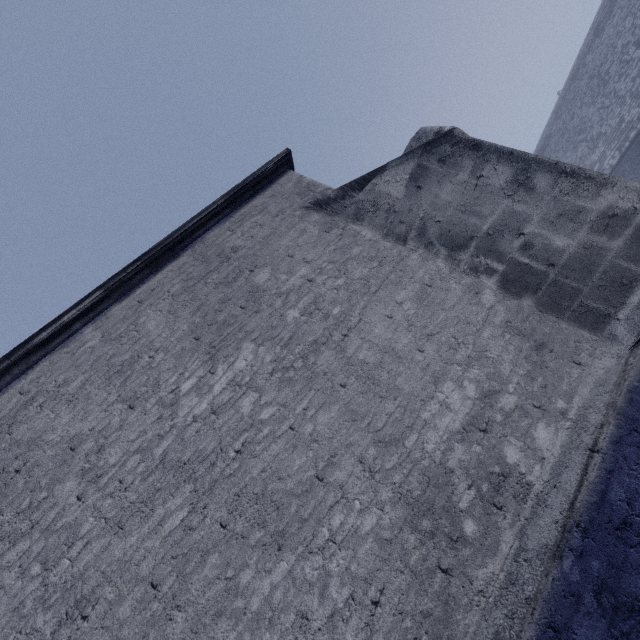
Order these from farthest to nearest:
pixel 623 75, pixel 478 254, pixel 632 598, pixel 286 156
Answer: pixel 623 75, pixel 286 156, pixel 478 254, pixel 632 598
